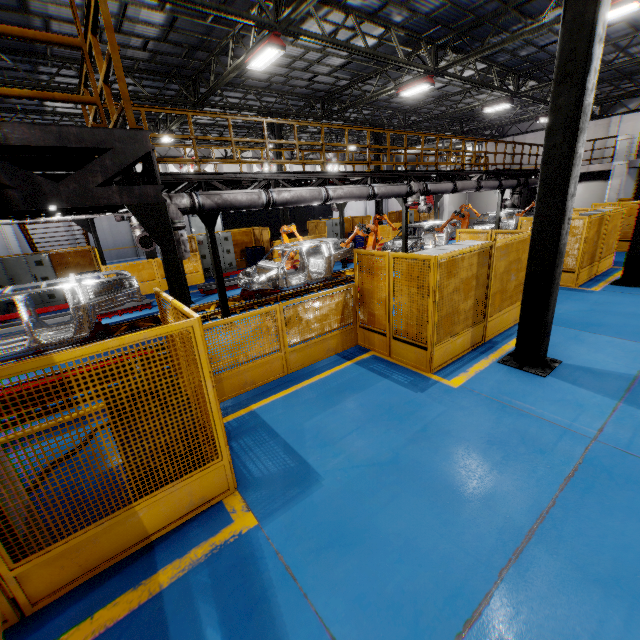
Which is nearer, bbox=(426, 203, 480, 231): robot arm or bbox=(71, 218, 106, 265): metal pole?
bbox=(71, 218, 106, 265): metal pole

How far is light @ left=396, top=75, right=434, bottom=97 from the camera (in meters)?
13.65

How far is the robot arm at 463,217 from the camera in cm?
1452

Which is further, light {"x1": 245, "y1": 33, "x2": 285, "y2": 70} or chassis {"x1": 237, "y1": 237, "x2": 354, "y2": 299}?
chassis {"x1": 237, "y1": 237, "x2": 354, "y2": 299}

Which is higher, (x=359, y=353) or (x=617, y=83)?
(x=617, y=83)

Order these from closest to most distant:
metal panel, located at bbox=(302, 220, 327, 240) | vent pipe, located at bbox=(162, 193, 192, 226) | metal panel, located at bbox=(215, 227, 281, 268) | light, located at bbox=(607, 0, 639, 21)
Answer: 1. vent pipe, located at bbox=(162, 193, 192, 226)
2. light, located at bbox=(607, 0, 639, 21)
3. metal panel, located at bbox=(215, 227, 281, 268)
4. metal panel, located at bbox=(302, 220, 327, 240)

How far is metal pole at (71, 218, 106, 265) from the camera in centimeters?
1293cm

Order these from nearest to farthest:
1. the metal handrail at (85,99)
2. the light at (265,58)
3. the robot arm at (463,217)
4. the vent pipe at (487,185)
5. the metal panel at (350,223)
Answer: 1. the metal handrail at (85,99)
2. the light at (265,58)
3. the robot arm at (463,217)
4. the vent pipe at (487,185)
5. the metal panel at (350,223)
